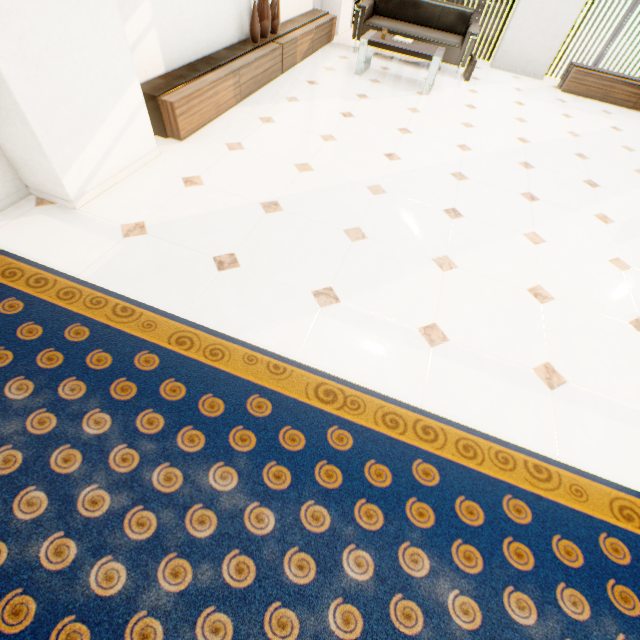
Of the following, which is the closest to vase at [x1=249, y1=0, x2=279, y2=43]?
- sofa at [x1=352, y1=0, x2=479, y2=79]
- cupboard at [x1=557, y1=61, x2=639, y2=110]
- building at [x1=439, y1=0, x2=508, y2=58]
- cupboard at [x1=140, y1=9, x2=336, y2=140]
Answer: cupboard at [x1=140, y1=9, x2=336, y2=140]

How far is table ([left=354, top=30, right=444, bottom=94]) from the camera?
4.6 meters

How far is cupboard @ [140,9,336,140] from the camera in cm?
301

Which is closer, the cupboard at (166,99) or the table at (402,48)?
the cupboard at (166,99)

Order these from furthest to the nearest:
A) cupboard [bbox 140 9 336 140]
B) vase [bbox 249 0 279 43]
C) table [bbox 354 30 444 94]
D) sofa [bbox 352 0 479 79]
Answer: sofa [bbox 352 0 479 79] < table [bbox 354 30 444 94] < vase [bbox 249 0 279 43] < cupboard [bbox 140 9 336 140]

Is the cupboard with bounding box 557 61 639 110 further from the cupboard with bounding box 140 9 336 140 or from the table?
the cupboard with bounding box 140 9 336 140

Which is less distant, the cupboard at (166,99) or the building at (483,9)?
the cupboard at (166,99)

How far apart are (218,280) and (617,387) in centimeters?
266cm
